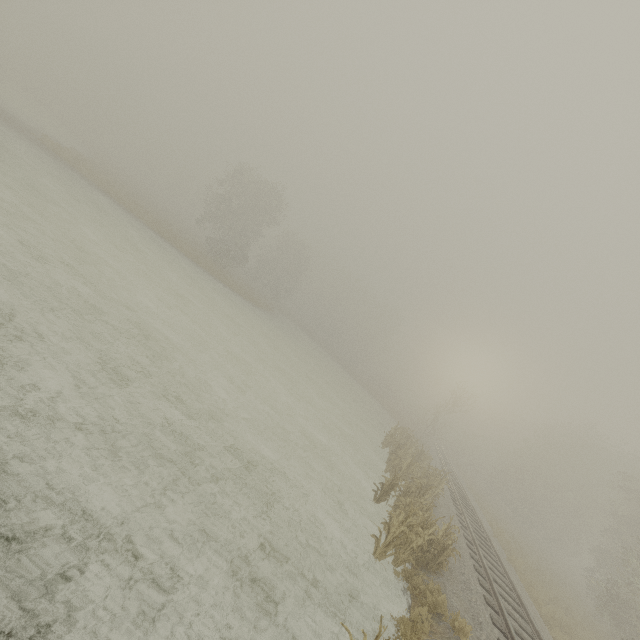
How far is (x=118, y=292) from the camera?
11.69m
